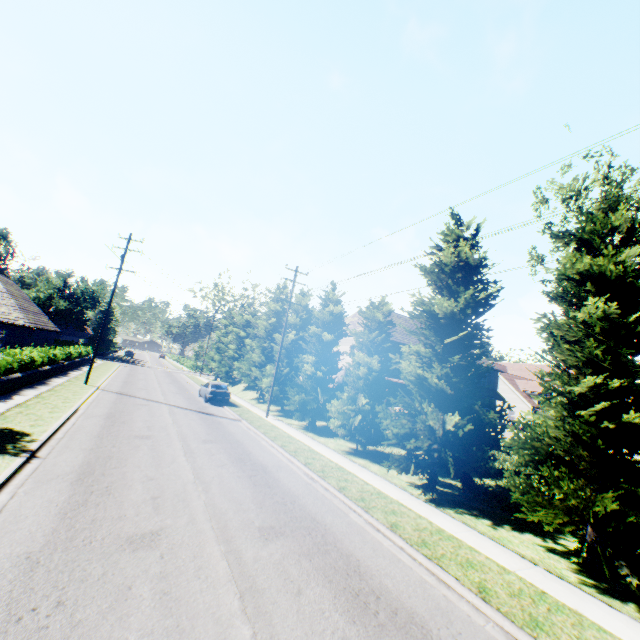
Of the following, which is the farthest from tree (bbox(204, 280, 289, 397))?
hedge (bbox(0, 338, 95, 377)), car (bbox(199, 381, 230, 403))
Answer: hedge (bbox(0, 338, 95, 377))

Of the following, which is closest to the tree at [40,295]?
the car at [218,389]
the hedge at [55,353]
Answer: the car at [218,389]

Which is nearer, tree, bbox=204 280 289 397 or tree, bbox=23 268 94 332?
tree, bbox=204 280 289 397

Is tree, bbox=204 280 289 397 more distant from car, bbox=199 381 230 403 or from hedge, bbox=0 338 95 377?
A: hedge, bbox=0 338 95 377

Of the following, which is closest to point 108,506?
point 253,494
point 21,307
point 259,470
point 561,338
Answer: point 253,494

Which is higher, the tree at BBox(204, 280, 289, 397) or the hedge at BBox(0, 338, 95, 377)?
the tree at BBox(204, 280, 289, 397)
